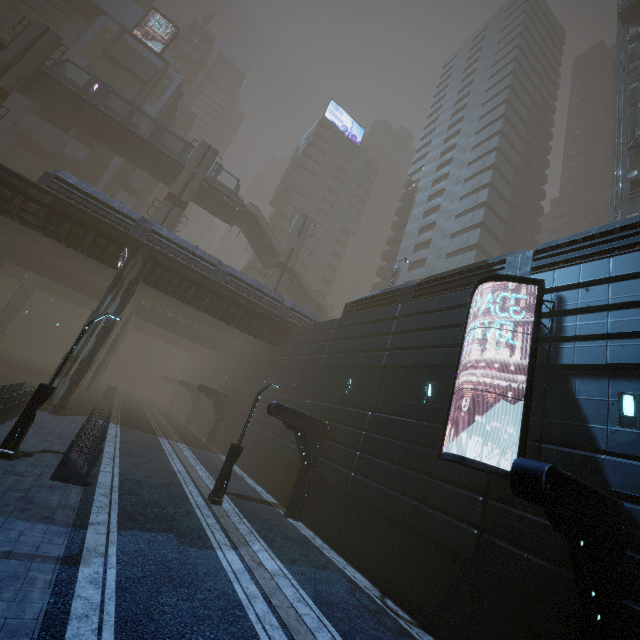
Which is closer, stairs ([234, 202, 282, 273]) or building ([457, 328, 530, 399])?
building ([457, 328, 530, 399])

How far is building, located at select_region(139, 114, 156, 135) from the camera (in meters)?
47.33

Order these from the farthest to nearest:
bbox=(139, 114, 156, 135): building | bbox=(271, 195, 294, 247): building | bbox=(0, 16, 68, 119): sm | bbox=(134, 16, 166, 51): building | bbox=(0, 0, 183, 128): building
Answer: bbox=(271, 195, 294, 247): building → bbox=(134, 16, 166, 51): building → bbox=(139, 114, 156, 135): building → bbox=(0, 0, 183, 128): building → bbox=(0, 16, 68, 119): sm

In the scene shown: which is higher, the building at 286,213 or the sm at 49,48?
the building at 286,213

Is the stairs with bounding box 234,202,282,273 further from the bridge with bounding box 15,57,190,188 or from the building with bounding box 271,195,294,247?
the building with bounding box 271,195,294,247

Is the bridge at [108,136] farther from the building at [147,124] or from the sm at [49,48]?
the building at [147,124]

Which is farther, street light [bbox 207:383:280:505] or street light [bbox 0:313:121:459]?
street light [bbox 207:383:280:505]

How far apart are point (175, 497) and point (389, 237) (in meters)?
46.63
